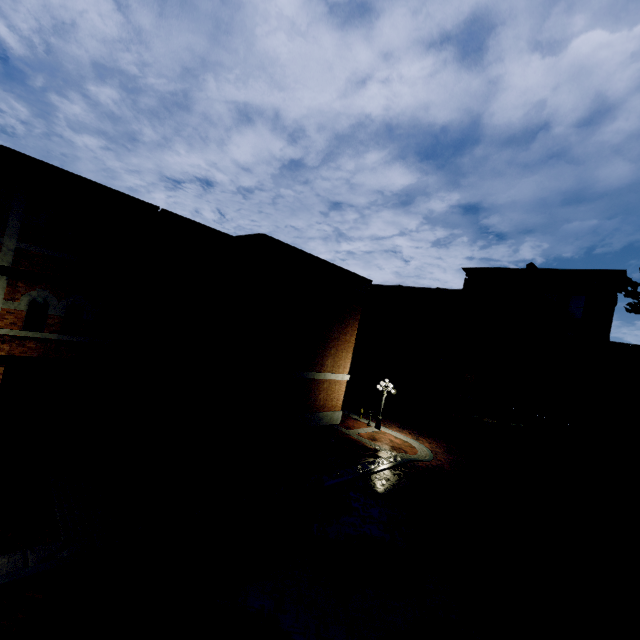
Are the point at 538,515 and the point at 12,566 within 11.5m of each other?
no

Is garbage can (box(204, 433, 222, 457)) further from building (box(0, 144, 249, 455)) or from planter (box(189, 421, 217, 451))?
building (box(0, 144, 249, 455))

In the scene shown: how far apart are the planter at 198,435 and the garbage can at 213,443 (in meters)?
0.06

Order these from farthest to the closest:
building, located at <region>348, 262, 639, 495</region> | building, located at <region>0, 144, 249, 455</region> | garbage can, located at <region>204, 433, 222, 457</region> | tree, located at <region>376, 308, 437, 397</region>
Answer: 1. tree, located at <region>376, 308, 437, 397</region>
2. building, located at <region>348, 262, 639, 495</region>
3. garbage can, located at <region>204, 433, 222, 457</region>
4. building, located at <region>0, 144, 249, 455</region>

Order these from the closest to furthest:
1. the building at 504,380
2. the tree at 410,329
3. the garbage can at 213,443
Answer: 1. the garbage can at 213,443
2. the building at 504,380
3. the tree at 410,329

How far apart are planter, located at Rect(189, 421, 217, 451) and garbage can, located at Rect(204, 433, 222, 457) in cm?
6

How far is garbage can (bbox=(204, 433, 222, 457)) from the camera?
13.5 meters

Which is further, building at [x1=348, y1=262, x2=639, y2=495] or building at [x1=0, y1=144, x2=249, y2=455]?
building at [x1=348, y1=262, x2=639, y2=495]
